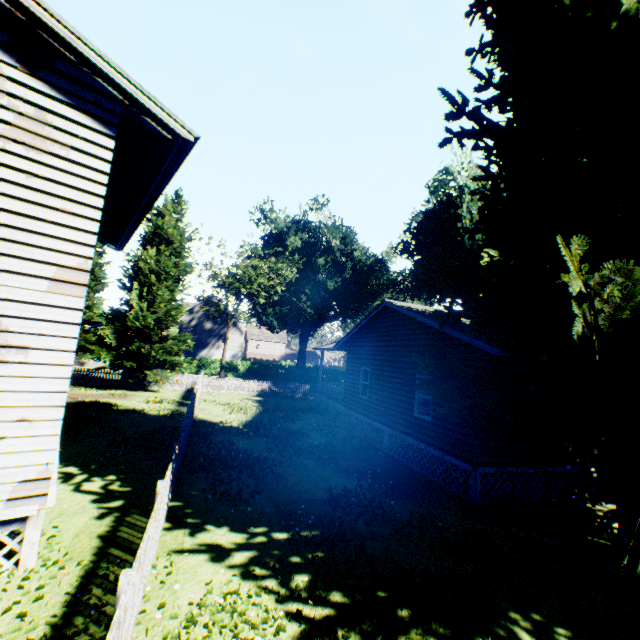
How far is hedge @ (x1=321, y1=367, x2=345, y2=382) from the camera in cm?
4709

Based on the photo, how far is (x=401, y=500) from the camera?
9.2m

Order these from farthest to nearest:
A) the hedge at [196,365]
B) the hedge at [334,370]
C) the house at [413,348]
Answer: the hedge at [334,370]
the hedge at [196,365]
the house at [413,348]

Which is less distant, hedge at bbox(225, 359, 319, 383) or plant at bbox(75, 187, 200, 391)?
plant at bbox(75, 187, 200, 391)

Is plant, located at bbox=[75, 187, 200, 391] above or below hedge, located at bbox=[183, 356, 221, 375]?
above

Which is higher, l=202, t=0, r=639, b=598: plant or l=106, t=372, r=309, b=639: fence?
l=202, t=0, r=639, b=598: plant

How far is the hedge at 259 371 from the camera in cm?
4262

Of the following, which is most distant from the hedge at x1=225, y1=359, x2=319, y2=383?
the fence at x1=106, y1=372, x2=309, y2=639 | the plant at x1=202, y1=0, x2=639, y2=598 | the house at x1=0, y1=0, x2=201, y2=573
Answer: the house at x1=0, y1=0, x2=201, y2=573
